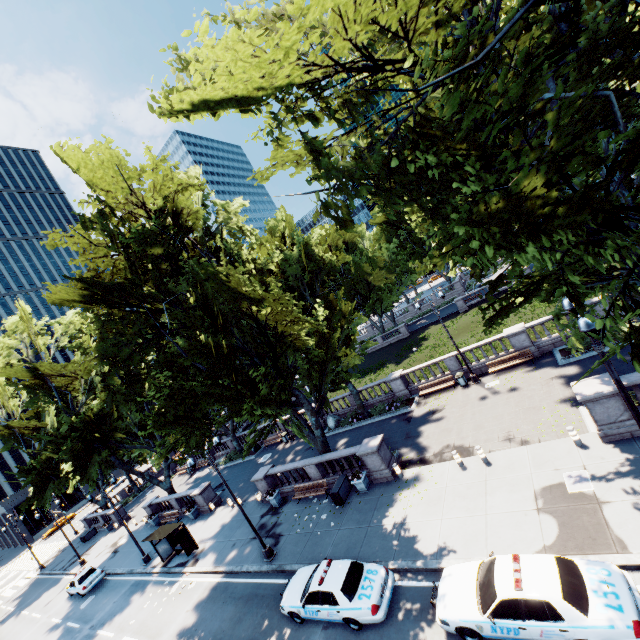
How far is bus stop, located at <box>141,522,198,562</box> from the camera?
22.8 meters

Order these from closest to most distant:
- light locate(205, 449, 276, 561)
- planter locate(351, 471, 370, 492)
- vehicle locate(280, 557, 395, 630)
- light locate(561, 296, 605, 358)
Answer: light locate(561, 296, 605, 358)
vehicle locate(280, 557, 395, 630)
light locate(205, 449, 276, 561)
planter locate(351, 471, 370, 492)

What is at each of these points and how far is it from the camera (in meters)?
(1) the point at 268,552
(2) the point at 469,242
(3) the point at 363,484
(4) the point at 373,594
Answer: (1) light, 17.69
(2) tree, 8.16
(3) planter, 18.47
(4) vehicle, 11.40

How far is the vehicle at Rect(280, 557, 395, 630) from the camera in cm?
1129

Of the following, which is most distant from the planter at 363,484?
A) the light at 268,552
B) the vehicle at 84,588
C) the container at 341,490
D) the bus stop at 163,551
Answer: the vehicle at 84,588

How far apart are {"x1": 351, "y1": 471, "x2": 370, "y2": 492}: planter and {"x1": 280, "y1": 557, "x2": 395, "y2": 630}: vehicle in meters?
4.8

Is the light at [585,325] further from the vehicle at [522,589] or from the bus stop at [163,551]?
the bus stop at [163,551]

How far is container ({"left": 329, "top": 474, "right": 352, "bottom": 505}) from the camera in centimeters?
1866cm
